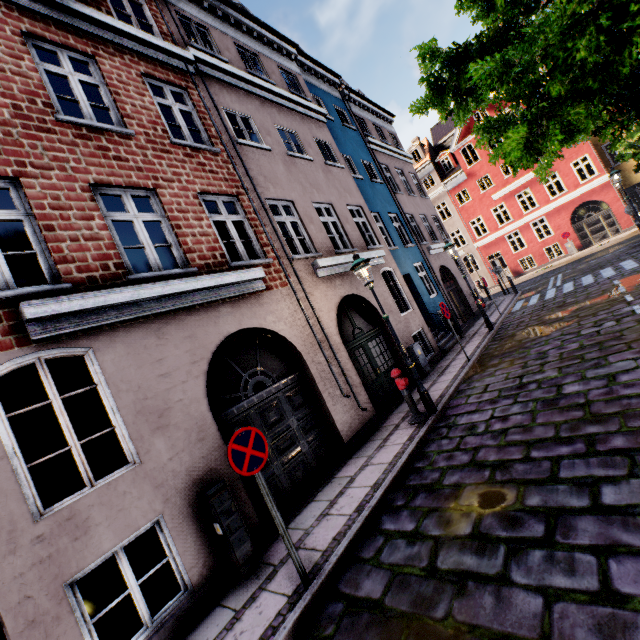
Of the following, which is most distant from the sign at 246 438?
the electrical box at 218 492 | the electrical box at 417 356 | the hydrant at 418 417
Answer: the electrical box at 417 356

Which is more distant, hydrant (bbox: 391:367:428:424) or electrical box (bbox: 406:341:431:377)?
electrical box (bbox: 406:341:431:377)

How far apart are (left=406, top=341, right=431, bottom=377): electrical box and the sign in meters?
7.4

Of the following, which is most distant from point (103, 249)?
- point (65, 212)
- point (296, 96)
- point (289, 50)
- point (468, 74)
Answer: point (289, 50)

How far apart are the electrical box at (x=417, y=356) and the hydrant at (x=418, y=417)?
3.26m

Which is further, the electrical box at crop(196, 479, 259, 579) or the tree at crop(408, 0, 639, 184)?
the electrical box at crop(196, 479, 259, 579)

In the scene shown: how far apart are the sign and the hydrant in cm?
382

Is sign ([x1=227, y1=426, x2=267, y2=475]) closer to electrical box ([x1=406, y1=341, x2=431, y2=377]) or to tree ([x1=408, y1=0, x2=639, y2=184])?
tree ([x1=408, y1=0, x2=639, y2=184])
